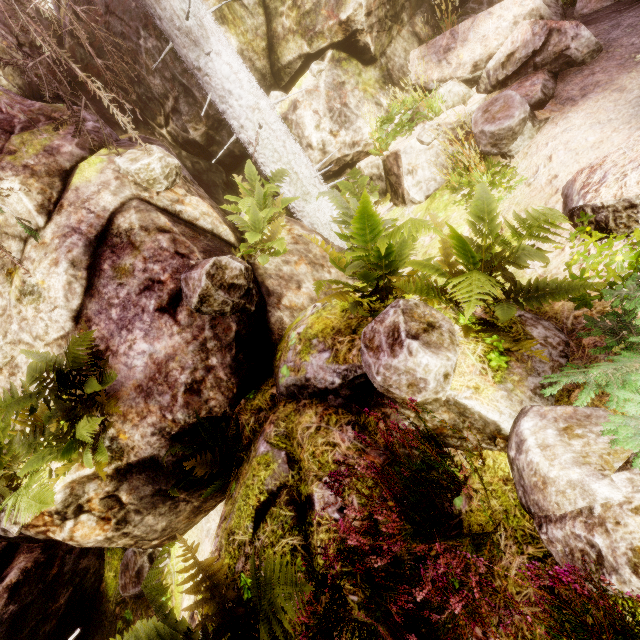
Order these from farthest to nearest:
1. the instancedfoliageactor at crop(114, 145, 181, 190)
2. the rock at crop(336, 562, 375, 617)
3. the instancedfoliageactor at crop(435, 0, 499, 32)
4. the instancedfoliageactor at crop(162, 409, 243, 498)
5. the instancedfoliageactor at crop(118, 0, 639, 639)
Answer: the instancedfoliageactor at crop(435, 0, 499, 32) < the instancedfoliageactor at crop(114, 145, 181, 190) < the instancedfoliageactor at crop(162, 409, 243, 498) < the rock at crop(336, 562, 375, 617) < the instancedfoliageactor at crop(118, 0, 639, 639)

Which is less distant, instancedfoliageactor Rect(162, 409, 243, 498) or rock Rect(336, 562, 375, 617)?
rock Rect(336, 562, 375, 617)

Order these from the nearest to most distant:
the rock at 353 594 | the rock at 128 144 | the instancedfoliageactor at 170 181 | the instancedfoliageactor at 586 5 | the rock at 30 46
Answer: the rock at 353 594, the instancedfoliageactor at 170 181, the rock at 128 144, the instancedfoliageactor at 586 5, the rock at 30 46

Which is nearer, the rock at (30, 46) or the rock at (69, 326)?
the rock at (69, 326)

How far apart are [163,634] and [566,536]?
2.63m

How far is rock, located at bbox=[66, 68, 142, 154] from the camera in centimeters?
518cm
